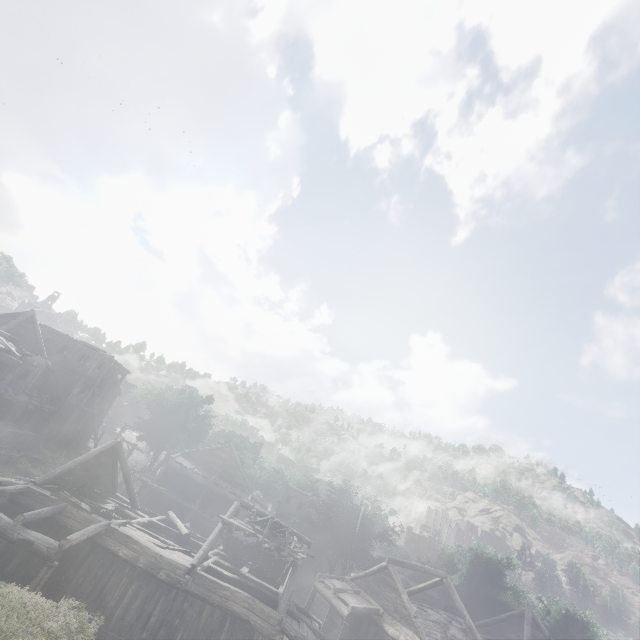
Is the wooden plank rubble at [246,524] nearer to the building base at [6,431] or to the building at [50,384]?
the building at [50,384]

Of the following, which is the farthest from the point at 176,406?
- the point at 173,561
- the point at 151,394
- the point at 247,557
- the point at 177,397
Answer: the point at 173,561

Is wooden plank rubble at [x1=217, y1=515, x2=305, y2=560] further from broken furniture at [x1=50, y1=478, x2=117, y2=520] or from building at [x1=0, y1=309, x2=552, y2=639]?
broken furniture at [x1=50, y1=478, x2=117, y2=520]

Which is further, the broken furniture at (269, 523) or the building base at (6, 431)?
the building base at (6, 431)

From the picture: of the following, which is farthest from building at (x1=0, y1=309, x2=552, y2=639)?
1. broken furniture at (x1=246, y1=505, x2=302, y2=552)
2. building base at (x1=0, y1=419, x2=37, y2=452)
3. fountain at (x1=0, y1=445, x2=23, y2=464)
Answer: fountain at (x1=0, y1=445, x2=23, y2=464)

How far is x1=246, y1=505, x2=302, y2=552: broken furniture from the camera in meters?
17.2 m

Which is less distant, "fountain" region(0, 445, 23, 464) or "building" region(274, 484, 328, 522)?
"fountain" region(0, 445, 23, 464)

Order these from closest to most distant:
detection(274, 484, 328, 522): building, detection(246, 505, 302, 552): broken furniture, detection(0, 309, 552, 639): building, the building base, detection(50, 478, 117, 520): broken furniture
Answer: detection(0, 309, 552, 639): building
detection(50, 478, 117, 520): broken furniture
detection(246, 505, 302, 552): broken furniture
the building base
detection(274, 484, 328, 522): building
